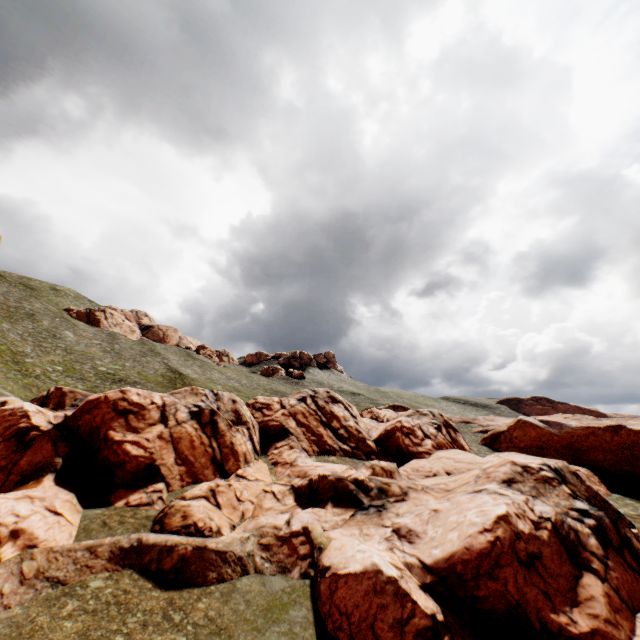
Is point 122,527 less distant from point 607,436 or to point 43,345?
point 43,345
